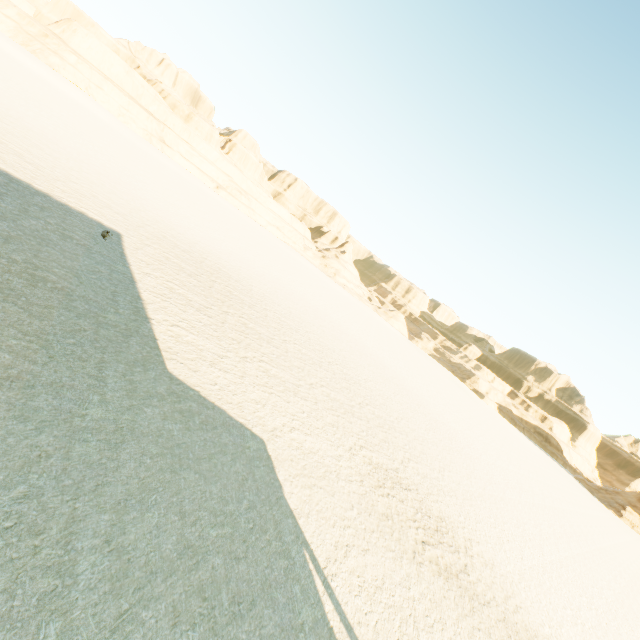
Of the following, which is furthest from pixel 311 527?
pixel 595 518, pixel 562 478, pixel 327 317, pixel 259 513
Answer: pixel 562 478
